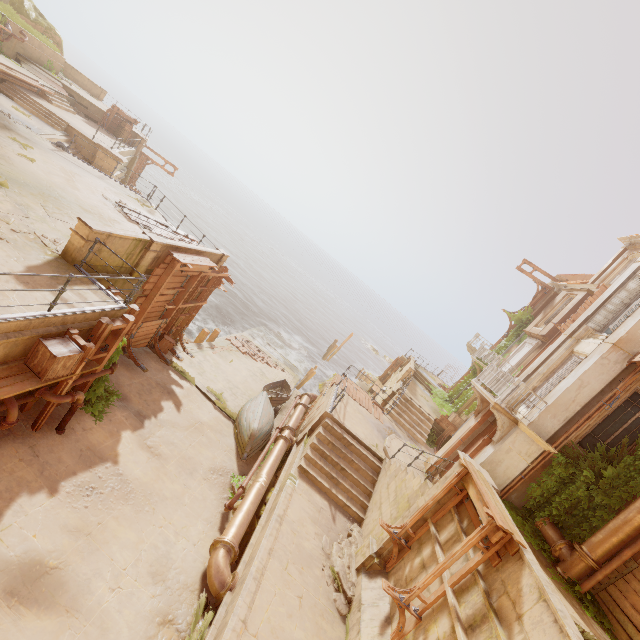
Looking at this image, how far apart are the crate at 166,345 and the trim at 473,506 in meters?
12.7

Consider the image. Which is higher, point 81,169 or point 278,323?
point 81,169

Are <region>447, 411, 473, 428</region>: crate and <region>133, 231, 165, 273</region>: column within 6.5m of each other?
no

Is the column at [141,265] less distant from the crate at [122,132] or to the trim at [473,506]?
the trim at [473,506]

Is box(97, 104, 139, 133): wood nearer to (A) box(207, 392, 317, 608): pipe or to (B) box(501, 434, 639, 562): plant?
(B) box(501, 434, 639, 562): plant

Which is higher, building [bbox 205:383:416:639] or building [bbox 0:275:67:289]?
building [bbox 0:275:67:289]

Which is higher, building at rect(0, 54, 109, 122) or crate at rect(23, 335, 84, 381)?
building at rect(0, 54, 109, 122)

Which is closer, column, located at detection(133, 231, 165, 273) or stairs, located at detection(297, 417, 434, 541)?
stairs, located at detection(297, 417, 434, 541)
